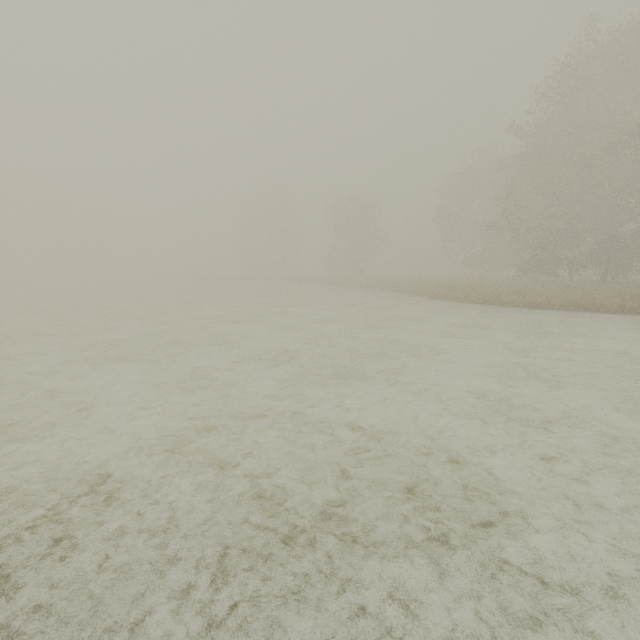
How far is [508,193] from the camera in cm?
2420
